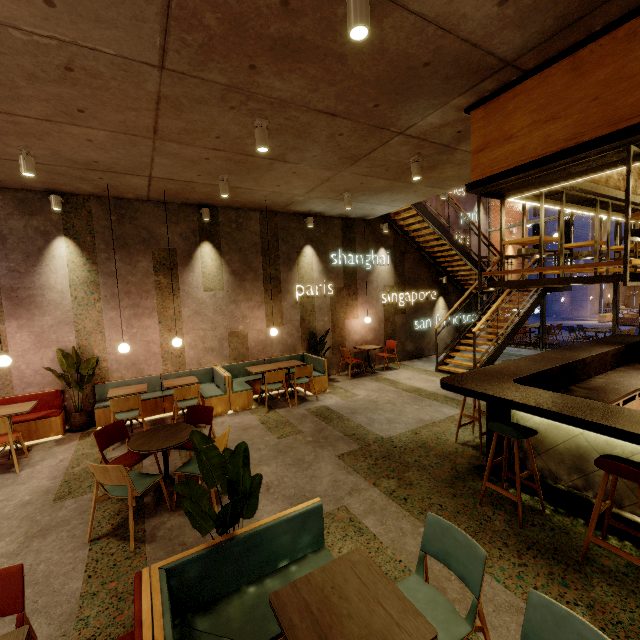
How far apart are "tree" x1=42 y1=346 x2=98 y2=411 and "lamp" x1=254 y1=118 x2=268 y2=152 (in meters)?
4.97

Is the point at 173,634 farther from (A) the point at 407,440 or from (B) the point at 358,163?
(B) the point at 358,163

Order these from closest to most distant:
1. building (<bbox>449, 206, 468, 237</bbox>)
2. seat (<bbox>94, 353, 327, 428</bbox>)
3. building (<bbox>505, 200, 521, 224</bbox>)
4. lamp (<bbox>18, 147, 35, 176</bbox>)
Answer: lamp (<bbox>18, 147, 35, 176</bbox>)
seat (<bbox>94, 353, 327, 428</bbox>)
building (<bbox>449, 206, 468, 237</bbox>)
building (<bbox>505, 200, 521, 224</bbox>)

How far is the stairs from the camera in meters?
8.7

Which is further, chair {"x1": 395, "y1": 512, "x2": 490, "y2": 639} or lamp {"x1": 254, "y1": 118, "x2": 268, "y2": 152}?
lamp {"x1": 254, "y1": 118, "x2": 268, "y2": 152}

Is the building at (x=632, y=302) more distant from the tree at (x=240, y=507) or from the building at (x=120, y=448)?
the tree at (x=240, y=507)

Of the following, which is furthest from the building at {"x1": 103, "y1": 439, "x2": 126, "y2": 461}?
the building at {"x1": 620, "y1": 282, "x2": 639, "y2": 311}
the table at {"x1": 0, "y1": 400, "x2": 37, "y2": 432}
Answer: the building at {"x1": 620, "y1": 282, "x2": 639, "y2": 311}

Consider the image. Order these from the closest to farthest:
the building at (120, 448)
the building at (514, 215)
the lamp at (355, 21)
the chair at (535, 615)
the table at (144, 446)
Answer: the chair at (535, 615) < the lamp at (355, 21) < the table at (144, 446) < the building at (120, 448) < the building at (514, 215)
